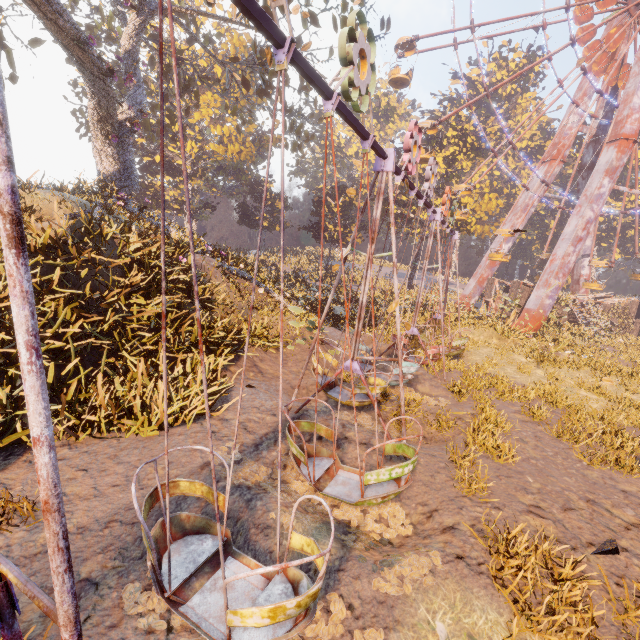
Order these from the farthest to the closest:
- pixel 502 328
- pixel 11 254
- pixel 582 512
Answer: pixel 502 328 → pixel 582 512 → pixel 11 254

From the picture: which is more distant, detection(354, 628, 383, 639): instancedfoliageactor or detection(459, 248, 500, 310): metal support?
detection(459, 248, 500, 310): metal support

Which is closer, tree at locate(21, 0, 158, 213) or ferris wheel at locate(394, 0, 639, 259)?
tree at locate(21, 0, 158, 213)

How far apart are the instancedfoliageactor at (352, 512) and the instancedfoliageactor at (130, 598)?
0.9m

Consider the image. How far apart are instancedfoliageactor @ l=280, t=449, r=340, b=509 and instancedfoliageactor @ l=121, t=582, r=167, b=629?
0.89m

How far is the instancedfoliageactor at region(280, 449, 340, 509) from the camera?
5.9m

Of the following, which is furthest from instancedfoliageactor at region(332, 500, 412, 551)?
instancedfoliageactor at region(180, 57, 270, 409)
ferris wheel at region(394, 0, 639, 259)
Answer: ferris wheel at region(394, 0, 639, 259)

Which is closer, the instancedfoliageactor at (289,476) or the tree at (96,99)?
the instancedfoliageactor at (289,476)
